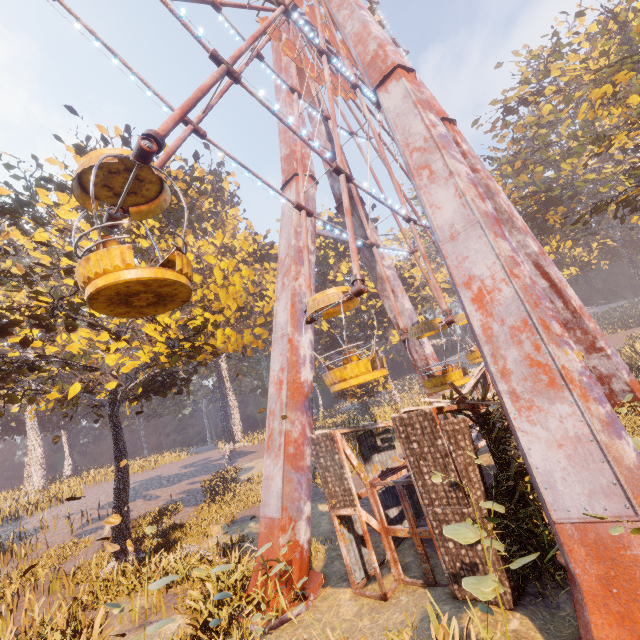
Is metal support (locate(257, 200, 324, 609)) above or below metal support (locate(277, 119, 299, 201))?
below

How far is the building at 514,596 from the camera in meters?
6.0 m

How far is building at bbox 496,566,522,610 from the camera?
6.0 meters

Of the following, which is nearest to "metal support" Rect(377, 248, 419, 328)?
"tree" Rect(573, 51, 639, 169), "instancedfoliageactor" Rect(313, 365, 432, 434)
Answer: "tree" Rect(573, 51, 639, 169)

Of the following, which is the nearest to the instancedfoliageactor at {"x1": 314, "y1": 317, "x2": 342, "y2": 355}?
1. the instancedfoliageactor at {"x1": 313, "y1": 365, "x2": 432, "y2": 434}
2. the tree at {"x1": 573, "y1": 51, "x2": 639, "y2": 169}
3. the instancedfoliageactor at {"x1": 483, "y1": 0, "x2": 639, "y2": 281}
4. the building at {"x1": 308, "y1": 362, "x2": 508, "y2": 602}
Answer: the building at {"x1": 308, "y1": 362, "x2": 508, "y2": 602}

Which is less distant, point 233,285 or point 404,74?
point 404,74

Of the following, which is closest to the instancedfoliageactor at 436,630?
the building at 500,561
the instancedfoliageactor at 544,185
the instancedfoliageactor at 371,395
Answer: the building at 500,561

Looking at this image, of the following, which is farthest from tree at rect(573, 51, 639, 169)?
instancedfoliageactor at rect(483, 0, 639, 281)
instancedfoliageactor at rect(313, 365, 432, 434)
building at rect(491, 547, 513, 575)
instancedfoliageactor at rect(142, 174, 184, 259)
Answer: instancedfoliageactor at rect(313, 365, 432, 434)
